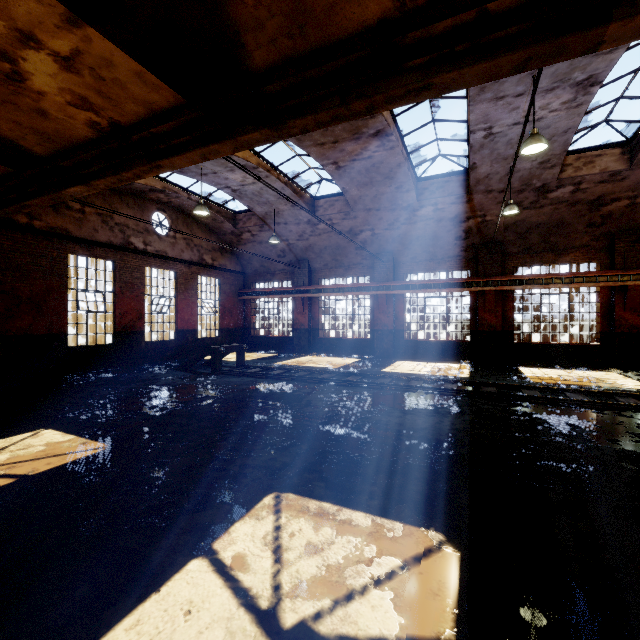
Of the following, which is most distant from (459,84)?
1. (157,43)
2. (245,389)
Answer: (245,389)

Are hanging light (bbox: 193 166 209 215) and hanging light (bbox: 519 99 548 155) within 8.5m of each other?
no

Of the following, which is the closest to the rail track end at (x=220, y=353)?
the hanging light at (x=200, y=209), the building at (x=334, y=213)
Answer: the hanging light at (x=200, y=209)

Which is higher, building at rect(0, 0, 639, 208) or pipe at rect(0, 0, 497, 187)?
building at rect(0, 0, 639, 208)

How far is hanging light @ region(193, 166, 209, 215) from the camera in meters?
11.3

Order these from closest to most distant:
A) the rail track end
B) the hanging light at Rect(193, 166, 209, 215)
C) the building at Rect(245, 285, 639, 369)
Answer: the hanging light at Rect(193, 166, 209, 215), the rail track end, the building at Rect(245, 285, 639, 369)

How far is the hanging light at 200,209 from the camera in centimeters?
1126cm

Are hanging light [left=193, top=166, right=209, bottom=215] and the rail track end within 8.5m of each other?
yes
